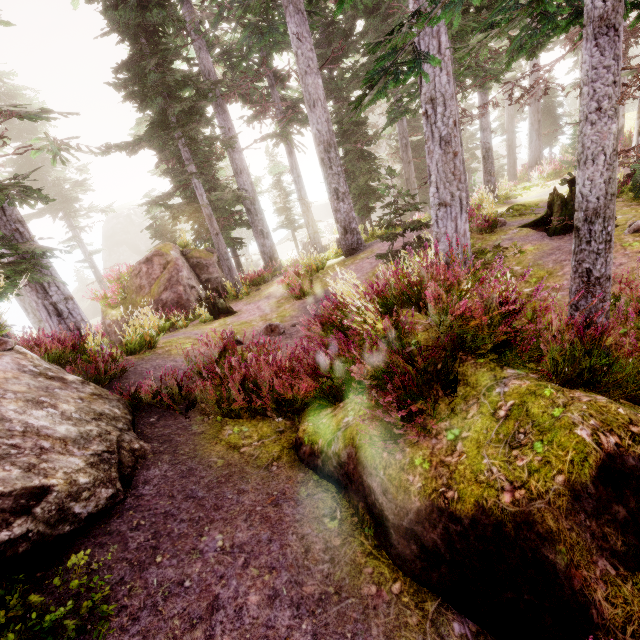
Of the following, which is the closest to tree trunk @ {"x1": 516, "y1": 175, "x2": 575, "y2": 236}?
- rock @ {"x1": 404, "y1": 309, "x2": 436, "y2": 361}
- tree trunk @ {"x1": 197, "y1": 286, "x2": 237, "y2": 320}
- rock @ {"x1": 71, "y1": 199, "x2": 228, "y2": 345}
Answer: rock @ {"x1": 404, "y1": 309, "x2": 436, "y2": 361}

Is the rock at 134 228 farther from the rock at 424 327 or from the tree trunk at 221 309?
the rock at 424 327

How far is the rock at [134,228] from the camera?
14.5 meters

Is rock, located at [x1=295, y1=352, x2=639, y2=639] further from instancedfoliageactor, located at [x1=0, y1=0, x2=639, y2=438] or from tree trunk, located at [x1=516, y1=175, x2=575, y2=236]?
tree trunk, located at [x1=516, y1=175, x2=575, y2=236]

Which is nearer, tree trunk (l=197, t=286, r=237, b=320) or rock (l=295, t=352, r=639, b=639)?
rock (l=295, t=352, r=639, b=639)

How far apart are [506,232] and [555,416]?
8.9m

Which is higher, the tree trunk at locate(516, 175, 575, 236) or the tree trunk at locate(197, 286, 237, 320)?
the tree trunk at locate(516, 175, 575, 236)

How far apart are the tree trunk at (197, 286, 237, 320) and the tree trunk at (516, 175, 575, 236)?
9.9 meters
